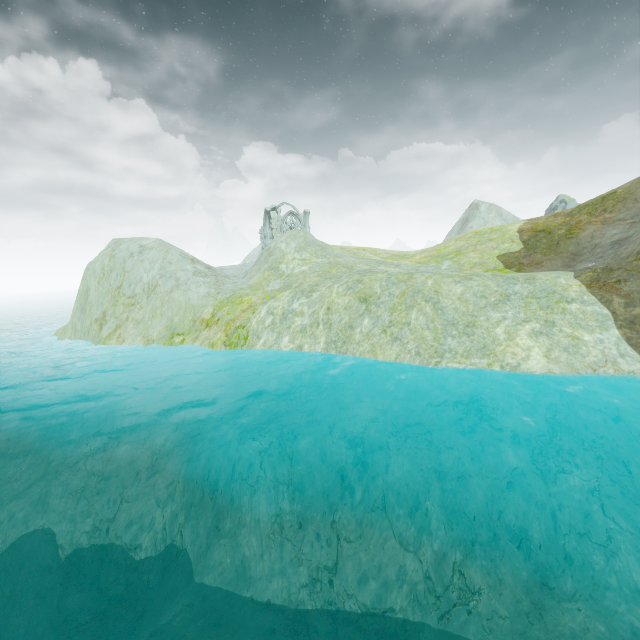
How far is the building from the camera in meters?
52.2

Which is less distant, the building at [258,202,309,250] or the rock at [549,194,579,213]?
the building at [258,202,309,250]

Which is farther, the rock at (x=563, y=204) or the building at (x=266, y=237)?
the rock at (x=563, y=204)

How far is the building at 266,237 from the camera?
52.22m

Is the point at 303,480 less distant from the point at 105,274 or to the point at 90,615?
the point at 90,615

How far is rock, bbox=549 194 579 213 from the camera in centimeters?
5697cm
